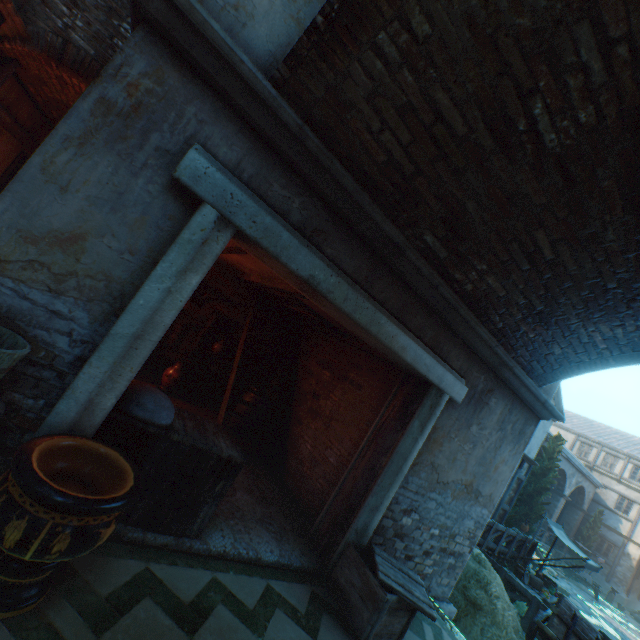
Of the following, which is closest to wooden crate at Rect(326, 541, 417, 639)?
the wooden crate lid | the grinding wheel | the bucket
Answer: the wooden crate lid

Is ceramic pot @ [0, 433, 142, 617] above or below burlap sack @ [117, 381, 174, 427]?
below

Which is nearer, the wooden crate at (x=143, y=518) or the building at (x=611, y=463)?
the wooden crate at (x=143, y=518)

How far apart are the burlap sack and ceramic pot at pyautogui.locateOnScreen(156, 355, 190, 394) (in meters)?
3.31

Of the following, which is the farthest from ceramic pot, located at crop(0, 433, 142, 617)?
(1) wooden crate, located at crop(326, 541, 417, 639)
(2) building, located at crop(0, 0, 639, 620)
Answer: (1) wooden crate, located at crop(326, 541, 417, 639)

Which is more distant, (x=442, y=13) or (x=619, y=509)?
(x=619, y=509)

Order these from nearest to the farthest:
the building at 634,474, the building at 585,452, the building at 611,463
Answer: the building at 634,474
the building at 611,463
the building at 585,452

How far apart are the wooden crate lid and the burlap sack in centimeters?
290cm
